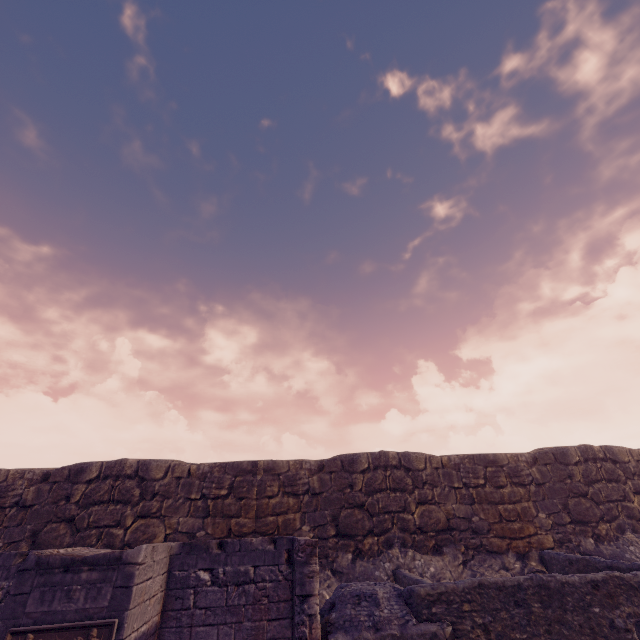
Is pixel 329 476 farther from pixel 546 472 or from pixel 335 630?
pixel 546 472
